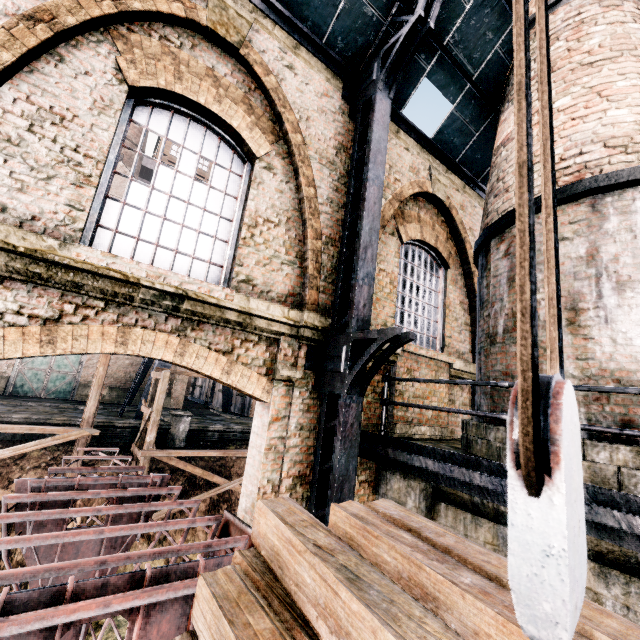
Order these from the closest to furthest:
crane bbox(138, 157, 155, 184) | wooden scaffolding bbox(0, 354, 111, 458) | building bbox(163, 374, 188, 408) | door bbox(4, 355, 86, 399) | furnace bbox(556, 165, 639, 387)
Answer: furnace bbox(556, 165, 639, 387) < wooden scaffolding bbox(0, 354, 111, 458) < crane bbox(138, 157, 155, 184) < door bbox(4, 355, 86, 399) < building bbox(163, 374, 188, 408)

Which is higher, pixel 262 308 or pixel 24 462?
pixel 262 308

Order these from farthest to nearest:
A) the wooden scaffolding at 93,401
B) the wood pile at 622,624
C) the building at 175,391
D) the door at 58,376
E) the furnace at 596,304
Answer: the building at 175,391 → the door at 58,376 → the wooden scaffolding at 93,401 → the furnace at 596,304 → the wood pile at 622,624

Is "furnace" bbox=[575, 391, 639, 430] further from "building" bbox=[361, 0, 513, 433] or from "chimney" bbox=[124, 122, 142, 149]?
"chimney" bbox=[124, 122, 142, 149]

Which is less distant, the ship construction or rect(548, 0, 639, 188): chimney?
the ship construction

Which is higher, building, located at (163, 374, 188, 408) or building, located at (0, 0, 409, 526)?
building, located at (0, 0, 409, 526)

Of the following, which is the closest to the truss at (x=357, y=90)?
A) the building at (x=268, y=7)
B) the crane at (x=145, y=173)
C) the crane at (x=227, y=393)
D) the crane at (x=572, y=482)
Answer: the building at (x=268, y=7)

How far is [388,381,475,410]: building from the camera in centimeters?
713cm
